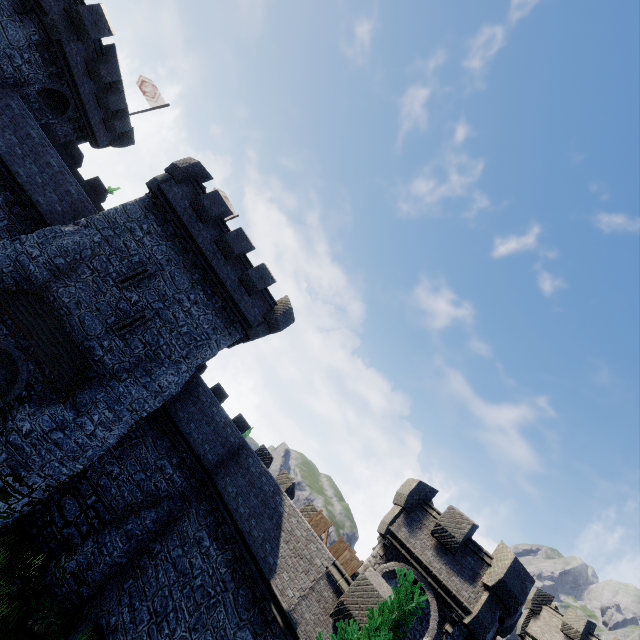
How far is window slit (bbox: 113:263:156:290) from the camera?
17.2 meters

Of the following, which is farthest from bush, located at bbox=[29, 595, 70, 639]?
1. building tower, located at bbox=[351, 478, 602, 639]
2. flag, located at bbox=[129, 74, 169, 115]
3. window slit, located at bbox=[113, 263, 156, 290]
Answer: flag, located at bbox=[129, 74, 169, 115]

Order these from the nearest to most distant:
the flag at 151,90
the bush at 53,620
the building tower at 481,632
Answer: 1. the bush at 53,620
2. the building tower at 481,632
3. the flag at 151,90

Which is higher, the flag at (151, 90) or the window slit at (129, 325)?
the flag at (151, 90)

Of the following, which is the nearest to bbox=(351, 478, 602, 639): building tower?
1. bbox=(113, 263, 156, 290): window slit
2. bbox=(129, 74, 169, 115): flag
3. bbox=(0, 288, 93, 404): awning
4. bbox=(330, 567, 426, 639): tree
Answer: bbox=(330, 567, 426, 639): tree

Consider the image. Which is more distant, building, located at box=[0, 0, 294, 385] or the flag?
the flag

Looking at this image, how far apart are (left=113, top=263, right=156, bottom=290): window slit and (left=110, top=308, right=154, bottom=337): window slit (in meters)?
1.33

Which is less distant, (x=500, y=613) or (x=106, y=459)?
(x=500, y=613)
